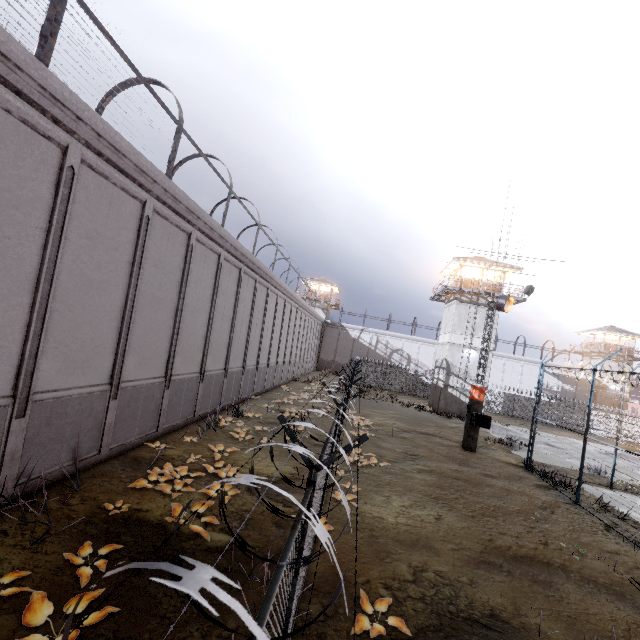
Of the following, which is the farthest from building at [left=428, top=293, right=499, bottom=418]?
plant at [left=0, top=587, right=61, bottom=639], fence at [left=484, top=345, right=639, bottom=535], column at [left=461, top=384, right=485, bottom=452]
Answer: plant at [left=0, top=587, right=61, bottom=639]

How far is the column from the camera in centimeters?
1817cm

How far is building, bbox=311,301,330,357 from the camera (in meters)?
51.22

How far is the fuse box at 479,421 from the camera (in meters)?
17.83

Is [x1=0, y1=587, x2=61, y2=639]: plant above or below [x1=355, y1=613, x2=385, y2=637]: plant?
above

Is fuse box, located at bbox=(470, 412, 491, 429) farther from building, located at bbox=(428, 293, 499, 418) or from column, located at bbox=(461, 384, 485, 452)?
building, located at bbox=(428, 293, 499, 418)

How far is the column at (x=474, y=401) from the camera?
18.2m

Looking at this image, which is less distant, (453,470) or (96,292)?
(96,292)
